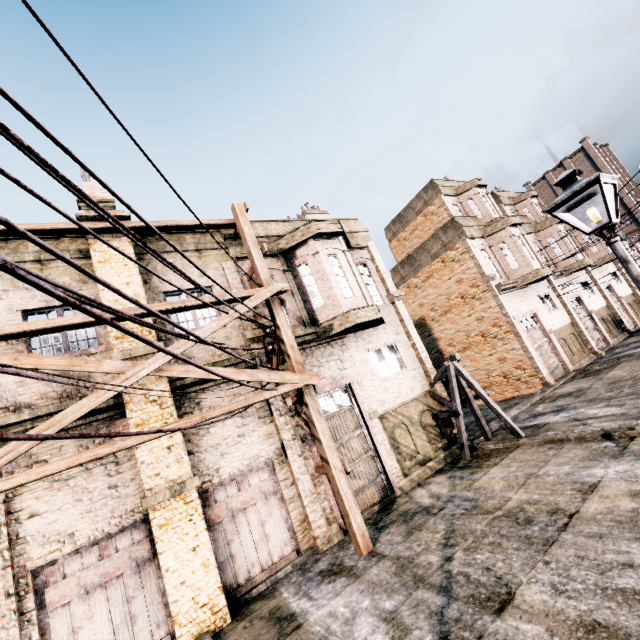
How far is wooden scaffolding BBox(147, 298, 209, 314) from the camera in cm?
856

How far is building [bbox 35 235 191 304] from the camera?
10.18m

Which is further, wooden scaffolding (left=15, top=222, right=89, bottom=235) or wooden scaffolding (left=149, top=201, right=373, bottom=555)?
wooden scaffolding (left=15, top=222, right=89, bottom=235)

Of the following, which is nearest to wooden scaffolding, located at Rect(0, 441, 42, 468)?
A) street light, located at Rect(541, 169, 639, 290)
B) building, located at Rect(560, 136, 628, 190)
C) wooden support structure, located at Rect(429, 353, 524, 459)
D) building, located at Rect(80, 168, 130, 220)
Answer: building, located at Rect(80, 168, 130, 220)

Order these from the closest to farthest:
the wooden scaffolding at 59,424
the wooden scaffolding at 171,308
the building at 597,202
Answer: the wooden scaffolding at 59,424 → the wooden scaffolding at 171,308 → the building at 597,202

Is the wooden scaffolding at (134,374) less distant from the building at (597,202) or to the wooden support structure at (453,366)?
the wooden support structure at (453,366)

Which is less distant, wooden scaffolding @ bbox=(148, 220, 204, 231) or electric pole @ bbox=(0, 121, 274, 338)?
electric pole @ bbox=(0, 121, 274, 338)

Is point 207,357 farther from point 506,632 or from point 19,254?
point 506,632
